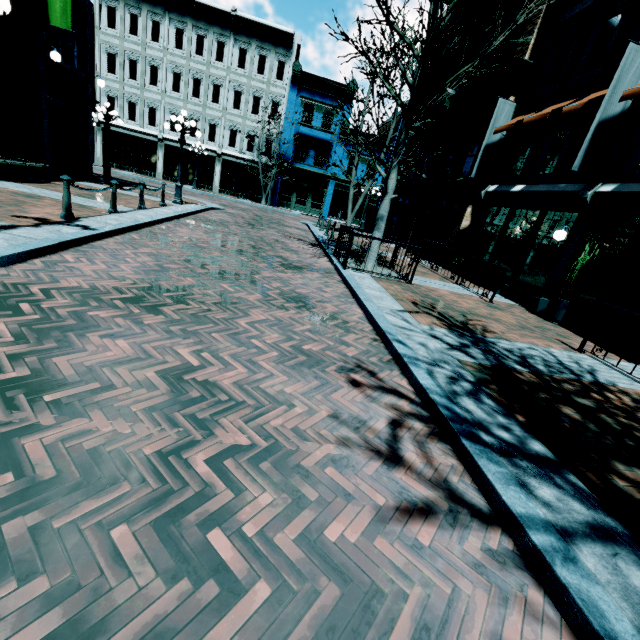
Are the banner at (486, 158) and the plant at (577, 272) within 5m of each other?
no

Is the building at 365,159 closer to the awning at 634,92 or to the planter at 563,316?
the awning at 634,92

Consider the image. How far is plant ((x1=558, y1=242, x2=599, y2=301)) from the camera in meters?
8.1 m

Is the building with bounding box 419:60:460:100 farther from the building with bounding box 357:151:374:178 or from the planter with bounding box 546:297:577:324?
the building with bounding box 357:151:374:178

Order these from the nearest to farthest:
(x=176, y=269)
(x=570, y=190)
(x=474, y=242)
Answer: (x=176, y=269)
(x=570, y=190)
(x=474, y=242)

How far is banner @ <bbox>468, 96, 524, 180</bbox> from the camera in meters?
12.4

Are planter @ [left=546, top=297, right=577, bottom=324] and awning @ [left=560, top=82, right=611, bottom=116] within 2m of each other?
no

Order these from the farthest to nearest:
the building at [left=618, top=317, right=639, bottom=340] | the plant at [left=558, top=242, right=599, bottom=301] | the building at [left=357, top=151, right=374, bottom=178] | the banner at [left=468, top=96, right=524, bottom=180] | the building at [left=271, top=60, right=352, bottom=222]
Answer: the building at [left=357, top=151, right=374, bottom=178], the building at [left=271, top=60, right=352, bottom=222], the banner at [left=468, top=96, right=524, bottom=180], the building at [left=618, top=317, right=639, bottom=340], the plant at [left=558, top=242, right=599, bottom=301]
